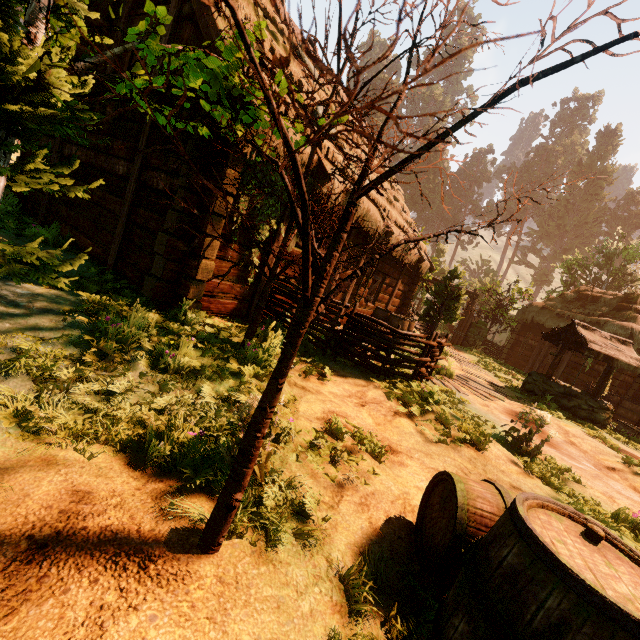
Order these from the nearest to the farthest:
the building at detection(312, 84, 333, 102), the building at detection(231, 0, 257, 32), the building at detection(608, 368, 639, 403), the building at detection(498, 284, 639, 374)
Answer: the building at detection(231, 0, 257, 32)
the building at detection(312, 84, 333, 102)
the building at detection(608, 368, 639, 403)
the building at detection(498, 284, 639, 374)

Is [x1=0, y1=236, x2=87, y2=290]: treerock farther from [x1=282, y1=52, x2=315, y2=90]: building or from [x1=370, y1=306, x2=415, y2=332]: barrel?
[x1=370, y1=306, x2=415, y2=332]: barrel

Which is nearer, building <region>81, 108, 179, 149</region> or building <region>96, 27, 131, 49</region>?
building <region>81, 108, 179, 149</region>

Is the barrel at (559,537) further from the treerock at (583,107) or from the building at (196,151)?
the building at (196,151)

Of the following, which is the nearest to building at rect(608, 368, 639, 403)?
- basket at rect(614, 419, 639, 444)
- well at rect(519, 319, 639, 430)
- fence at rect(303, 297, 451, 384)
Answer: fence at rect(303, 297, 451, 384)

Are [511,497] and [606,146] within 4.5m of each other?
no

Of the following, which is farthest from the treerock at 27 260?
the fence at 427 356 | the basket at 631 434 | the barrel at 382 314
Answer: the basket at 631 434

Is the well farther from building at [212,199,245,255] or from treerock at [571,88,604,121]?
building at [212,199,245,255]
